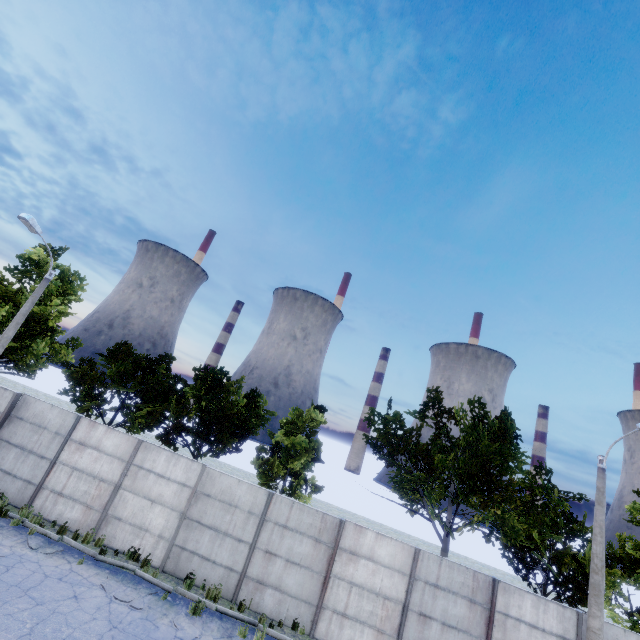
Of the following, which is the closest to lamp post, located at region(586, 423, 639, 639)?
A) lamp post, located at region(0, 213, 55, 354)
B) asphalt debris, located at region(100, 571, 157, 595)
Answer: asphalt debris, located at region(100, 571, 157, 595)

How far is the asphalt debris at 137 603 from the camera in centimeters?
938cm

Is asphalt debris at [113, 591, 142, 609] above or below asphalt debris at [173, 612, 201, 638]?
above

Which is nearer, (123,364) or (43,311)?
(123,364)

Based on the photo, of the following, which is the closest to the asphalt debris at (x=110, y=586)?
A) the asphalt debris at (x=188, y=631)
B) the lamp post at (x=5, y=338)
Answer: the asphalt debris at (x=188, y=631)

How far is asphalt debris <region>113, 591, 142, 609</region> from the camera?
9.38m

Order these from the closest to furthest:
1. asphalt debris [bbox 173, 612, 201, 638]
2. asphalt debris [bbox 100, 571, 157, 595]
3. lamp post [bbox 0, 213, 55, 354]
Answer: asphalt debris [bbox 173, 612, 201, 638], asphalt debris [bbox 100, 571, 157, 595], lamp post [bbox 0, 213, 55, 354]
